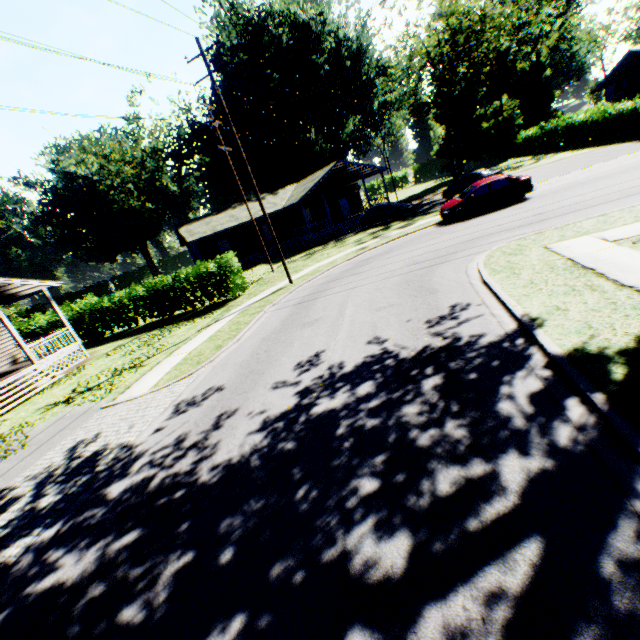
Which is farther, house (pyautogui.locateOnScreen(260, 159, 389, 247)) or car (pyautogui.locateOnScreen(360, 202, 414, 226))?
house (pyautogui.locateOnScreen(260, 159, 389, 247))

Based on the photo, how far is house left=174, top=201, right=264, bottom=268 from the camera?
31.9m

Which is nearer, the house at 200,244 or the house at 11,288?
the house at 11,288

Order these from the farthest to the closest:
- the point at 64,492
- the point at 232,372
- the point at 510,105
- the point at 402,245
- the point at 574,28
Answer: the point at 510,105 < the point at 574,28 < the point at 402,245 < the point at 232,372 < the point at 64,492

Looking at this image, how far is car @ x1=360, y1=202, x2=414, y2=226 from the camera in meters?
28.1

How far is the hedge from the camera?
19.80m

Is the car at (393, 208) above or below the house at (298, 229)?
below
